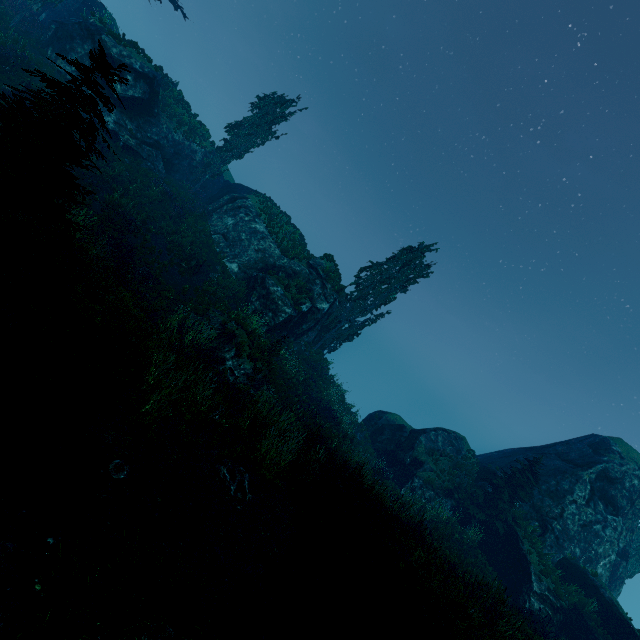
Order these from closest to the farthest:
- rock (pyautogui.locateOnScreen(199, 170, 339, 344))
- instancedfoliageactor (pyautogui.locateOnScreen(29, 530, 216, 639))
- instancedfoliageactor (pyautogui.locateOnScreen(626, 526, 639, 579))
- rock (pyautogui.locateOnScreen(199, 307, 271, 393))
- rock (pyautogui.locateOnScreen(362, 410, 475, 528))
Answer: instancedfoliageactor (pyautogui.locateOnScreen(29, 530, 216, 639)) < rock (pyautogui.locateOnScreen(199, 307, 271, 393)) < rock (pyautogui.locateOnScreen(199, 170, 339, 344)) < rock (pyautogui.locateOnScreen(362, 410, 475, 528)) < instancedfoliageactor (pyautogui.locateOnScreen(626, 526, 639, 579))

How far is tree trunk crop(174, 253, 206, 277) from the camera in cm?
1806

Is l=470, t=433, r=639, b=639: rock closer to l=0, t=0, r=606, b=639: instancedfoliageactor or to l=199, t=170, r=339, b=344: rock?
l=0, t=0, r=606, b=639: instancedfoliageactor

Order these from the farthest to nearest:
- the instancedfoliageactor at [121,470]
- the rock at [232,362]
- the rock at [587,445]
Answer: the rock at [587,445] < the rock at [232,362] < the instancedfoliageactor at [121,470]

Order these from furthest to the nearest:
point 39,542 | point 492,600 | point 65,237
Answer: point 492,600
point 65,237
point 39,542

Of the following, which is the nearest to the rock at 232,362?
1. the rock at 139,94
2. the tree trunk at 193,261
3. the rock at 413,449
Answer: the rock at 139,94

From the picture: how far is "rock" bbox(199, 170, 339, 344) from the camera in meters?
21.0 m

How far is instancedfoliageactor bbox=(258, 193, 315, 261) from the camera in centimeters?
2516cm
